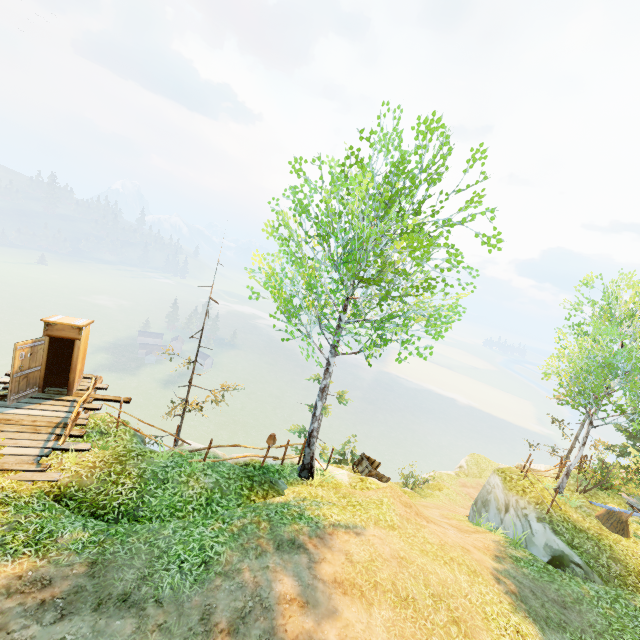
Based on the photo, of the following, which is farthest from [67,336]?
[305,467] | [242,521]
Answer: [305,467]

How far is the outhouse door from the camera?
10.0m

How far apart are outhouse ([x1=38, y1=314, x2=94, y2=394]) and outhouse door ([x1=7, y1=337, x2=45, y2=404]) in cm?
3

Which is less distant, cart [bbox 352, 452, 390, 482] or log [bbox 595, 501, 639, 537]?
log [bbox 595, 501, 639, 537]

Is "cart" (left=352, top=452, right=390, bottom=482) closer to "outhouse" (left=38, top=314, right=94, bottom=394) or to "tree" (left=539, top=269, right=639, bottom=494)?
"outhouse" (left=38, top=314, right=94, bottom=394)

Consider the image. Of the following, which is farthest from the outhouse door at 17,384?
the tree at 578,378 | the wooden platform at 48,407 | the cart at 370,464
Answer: the cart at 370,464

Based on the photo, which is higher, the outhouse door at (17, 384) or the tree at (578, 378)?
the tree at (578, 378)

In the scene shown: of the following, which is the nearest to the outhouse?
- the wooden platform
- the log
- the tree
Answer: the wooden platform
